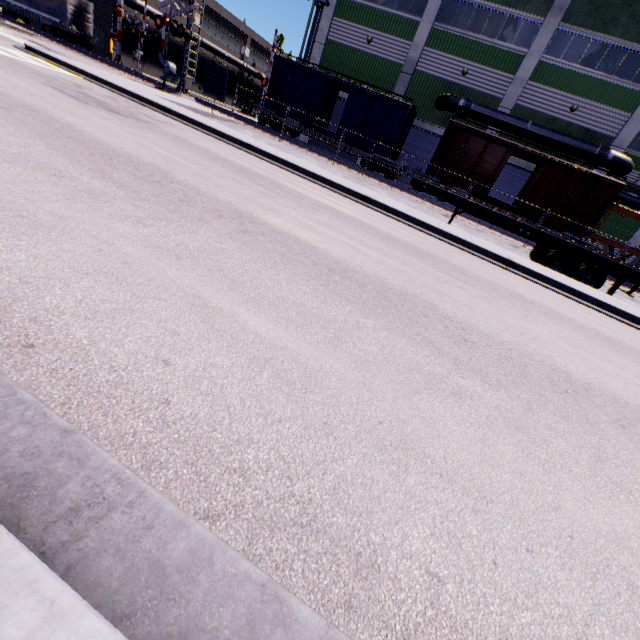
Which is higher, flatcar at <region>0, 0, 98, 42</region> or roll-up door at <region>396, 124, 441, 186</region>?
roll-up door at <region>396, 124, 441, 186</region>

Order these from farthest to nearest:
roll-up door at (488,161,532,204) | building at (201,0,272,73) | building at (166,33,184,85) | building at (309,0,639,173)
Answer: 1. building at (201,0,272,73)
2. building at (166,33,184,85)
3. roll-up door at (488,161,532,204)
4. building at (309,0,639,173)

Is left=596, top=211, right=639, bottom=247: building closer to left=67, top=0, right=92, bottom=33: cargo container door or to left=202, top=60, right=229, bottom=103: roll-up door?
left=202, top=60, right=229, bottom=103: roll-up door

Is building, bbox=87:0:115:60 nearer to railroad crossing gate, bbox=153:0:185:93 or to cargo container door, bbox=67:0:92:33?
railroad crossing gate, bbox=153:0:185:93

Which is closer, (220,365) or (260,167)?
(220,365)

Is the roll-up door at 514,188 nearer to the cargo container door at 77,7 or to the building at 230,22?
the building at 230,22

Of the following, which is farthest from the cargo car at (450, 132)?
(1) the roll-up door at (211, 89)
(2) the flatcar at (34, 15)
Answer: (1) the roll-up door at (211, 89)

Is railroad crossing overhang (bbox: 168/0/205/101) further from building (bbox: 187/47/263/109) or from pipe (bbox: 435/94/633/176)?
pipe (bbox: 435/94/633/176)
